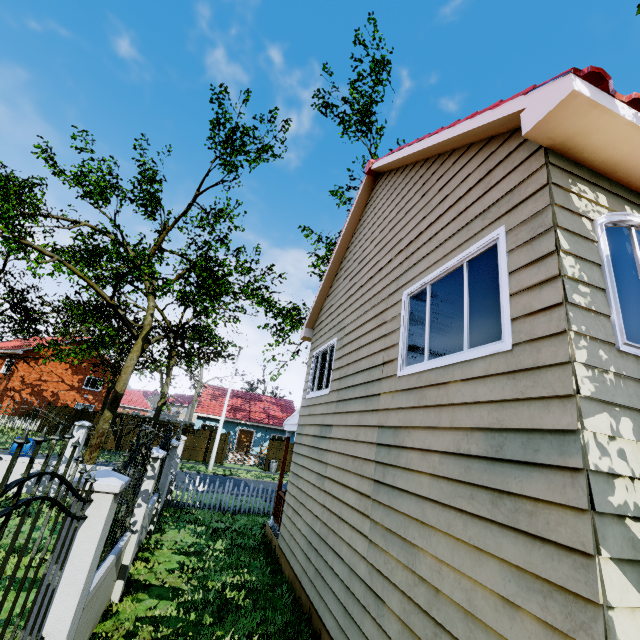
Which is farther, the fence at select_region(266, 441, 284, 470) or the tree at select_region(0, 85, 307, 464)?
the fence at select_region(266, 441, 284, 470)

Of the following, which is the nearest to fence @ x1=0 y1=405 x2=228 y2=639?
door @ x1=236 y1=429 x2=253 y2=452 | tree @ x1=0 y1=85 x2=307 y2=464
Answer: tree @ x1=0 y1=85 x2=307 y2=464

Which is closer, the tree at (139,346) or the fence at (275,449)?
the tree at (139,346)

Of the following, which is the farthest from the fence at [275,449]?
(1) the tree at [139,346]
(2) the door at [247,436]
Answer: (2) the door at [247,436]

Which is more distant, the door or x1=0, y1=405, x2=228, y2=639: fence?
the door

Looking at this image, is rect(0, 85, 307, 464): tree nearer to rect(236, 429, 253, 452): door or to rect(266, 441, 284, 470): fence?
rect(266, 441, 284, 470): fence

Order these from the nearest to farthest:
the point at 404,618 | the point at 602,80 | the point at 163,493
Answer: the point at 602,80, the point at 404,618, the point at 163,493
